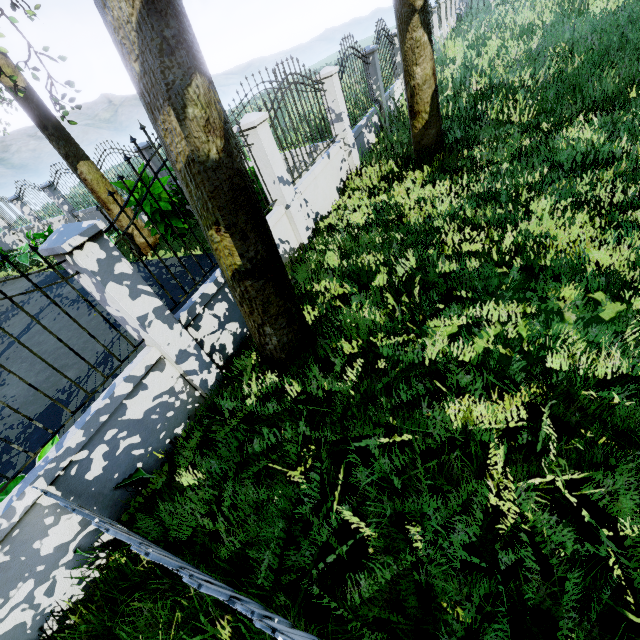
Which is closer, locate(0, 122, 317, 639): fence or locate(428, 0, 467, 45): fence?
locate(0, 122, 317, 639): fence

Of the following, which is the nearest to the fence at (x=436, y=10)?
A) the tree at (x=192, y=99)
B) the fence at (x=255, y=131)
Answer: the fence at (x=255, y=131)

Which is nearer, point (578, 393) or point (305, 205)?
point (578, 393)

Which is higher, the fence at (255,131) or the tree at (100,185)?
the tree at (100,185)

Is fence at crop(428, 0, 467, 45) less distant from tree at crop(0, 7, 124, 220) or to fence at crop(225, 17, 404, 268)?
fence at crop(225, 17, 404, 268)

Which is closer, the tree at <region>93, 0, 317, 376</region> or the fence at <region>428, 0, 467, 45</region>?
the tree at <region>93, 0, 317, 376</region>

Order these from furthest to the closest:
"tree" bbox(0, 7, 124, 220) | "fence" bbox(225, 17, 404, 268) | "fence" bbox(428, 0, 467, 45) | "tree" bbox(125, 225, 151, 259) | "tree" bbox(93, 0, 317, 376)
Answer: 1. "fence" bbox(428, 0, 467, 45)
2. "tree" bbox(125, 225, 151, 259)
3. "tree" bbox(0, 7, 124, 220)
4. "fence" bbox(225, 17, 404, 268)
5. "tree" bbox(93, 0, 317, 376)

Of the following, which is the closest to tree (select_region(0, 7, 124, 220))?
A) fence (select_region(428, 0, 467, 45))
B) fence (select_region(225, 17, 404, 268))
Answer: fence (select_region(225, 17, 404, 268))
